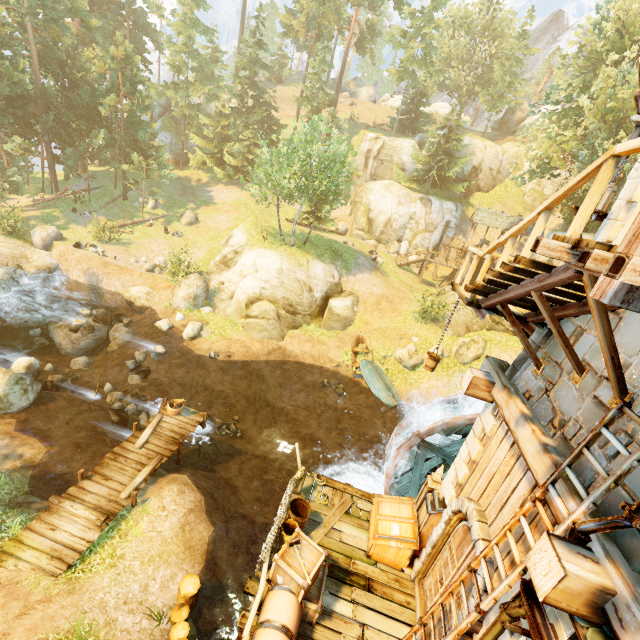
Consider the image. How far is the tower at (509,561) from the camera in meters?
5.0 m

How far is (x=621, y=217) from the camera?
5.3m

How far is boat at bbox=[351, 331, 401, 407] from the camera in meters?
19.9

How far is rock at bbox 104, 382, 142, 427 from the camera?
14.4 meters

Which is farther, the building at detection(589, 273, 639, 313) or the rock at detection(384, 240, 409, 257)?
the rock at detection(384, 240, 409, 257)

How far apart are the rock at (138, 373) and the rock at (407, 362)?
15.33m

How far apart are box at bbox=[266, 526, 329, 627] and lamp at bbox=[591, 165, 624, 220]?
8.13m

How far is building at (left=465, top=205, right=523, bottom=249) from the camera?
31.28m
